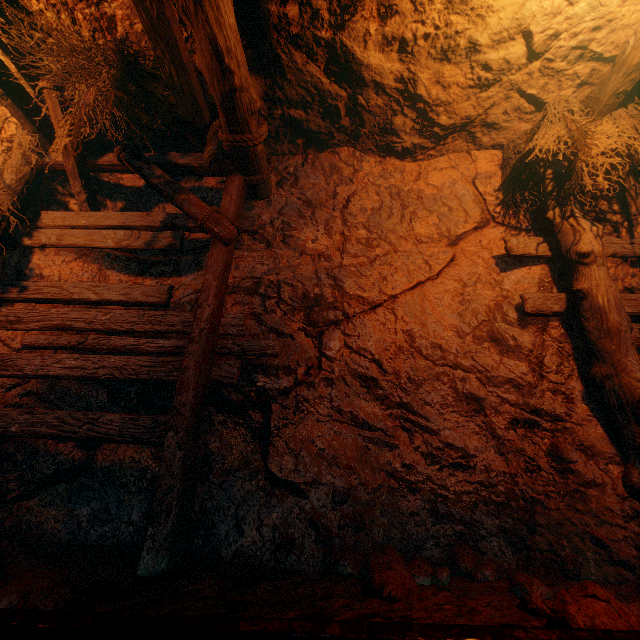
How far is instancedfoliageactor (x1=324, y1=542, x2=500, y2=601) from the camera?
1.6 meters

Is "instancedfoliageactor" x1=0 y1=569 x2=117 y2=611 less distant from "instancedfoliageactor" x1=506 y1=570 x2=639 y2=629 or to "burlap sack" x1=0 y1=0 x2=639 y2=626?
"burlap sack" x1=0 y1=0 x2=639 y2=626

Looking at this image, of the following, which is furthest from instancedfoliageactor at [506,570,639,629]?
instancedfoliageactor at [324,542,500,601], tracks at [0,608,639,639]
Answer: instancedfoliageactor at [324,542,500,601]

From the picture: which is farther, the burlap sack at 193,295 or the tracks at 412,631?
the burlap sack at 193,295

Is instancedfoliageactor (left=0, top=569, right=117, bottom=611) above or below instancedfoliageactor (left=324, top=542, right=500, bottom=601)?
below

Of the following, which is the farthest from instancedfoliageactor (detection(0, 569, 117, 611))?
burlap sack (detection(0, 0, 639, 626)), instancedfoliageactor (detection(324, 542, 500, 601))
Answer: instancedfoliageactor (detection(324, 542, 500, 601))

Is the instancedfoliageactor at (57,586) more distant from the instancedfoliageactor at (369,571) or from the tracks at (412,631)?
the instancedfoliageactor at (369,571)

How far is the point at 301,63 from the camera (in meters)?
3.30
